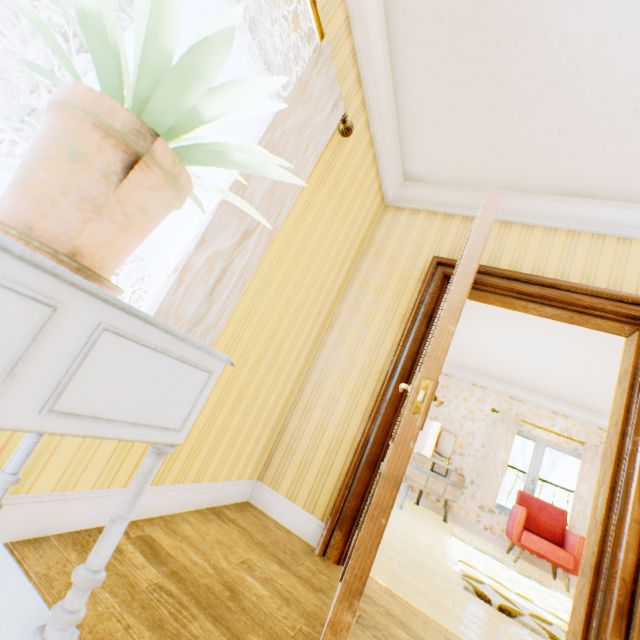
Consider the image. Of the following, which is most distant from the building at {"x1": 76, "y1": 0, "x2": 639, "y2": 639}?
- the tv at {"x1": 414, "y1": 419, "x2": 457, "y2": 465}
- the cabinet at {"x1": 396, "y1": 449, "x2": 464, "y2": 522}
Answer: the tv at {"x1": 414, "y1": 419, "x2": 457, "y2": 465}

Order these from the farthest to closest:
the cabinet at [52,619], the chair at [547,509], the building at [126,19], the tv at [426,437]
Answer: the tv at [426,437], the chair at [547,509], the building at [126,19], the cabinet at [52,619]

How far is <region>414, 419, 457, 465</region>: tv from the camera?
5.96m

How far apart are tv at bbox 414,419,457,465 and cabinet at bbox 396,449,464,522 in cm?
7

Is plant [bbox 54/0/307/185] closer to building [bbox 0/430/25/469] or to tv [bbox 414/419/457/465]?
building [bbox 0/430/25/469]

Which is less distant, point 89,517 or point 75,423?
point 75,423

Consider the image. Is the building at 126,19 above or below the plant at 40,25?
above

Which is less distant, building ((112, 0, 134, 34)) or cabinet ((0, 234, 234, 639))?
cabinet ((0, 234, 234, 639))
